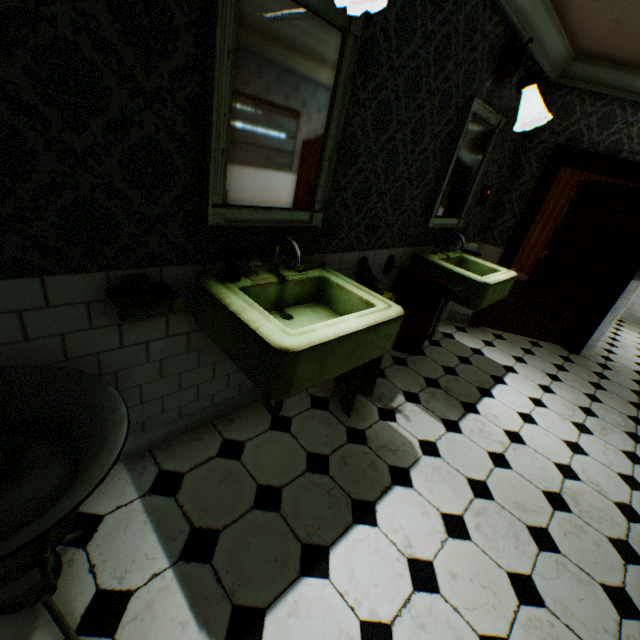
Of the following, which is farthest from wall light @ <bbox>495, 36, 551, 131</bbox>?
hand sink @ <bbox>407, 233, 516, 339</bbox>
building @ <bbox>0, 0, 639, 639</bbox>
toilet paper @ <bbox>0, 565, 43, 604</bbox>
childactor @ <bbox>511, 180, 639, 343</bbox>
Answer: toilet paper @ <bbox>0, 565, 43, 604</bbox>

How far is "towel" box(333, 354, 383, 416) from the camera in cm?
239

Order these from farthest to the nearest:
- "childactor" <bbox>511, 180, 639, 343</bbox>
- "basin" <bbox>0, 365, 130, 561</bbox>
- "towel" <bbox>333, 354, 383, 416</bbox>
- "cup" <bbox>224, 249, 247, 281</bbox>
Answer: "childactor" <bbox>511, 180, 639, 343</bbox> < "towel" <bbox>333, 354, 383, 416</bbox> < "cup" <bbox>224, 249, 247, 281</bbox> < "basin" <bbox>0, 365, 130, 561</bbox>

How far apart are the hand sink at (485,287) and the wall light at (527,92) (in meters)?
0.93

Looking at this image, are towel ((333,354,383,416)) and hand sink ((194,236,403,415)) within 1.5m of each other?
yes

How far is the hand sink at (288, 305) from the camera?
1.3 meters

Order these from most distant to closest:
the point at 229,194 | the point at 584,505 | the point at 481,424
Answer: the point at 481,424 → the point at 584,505 → the point at 229,194

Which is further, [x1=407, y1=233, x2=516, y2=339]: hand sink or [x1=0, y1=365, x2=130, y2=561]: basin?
[x1=407, y1=233, x2=516, y2=339]: hand sink
